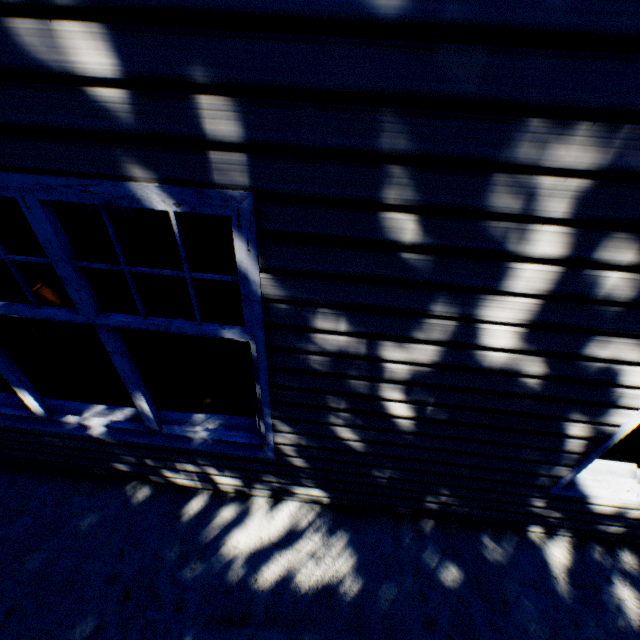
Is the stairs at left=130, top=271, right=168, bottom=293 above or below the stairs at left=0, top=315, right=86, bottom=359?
above

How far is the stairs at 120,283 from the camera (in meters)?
1.81

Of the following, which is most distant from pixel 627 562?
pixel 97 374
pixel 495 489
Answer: pixel 97 374

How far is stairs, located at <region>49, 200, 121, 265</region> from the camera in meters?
1.6

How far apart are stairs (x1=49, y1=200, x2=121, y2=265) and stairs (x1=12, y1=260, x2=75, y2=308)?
0.1 meters
